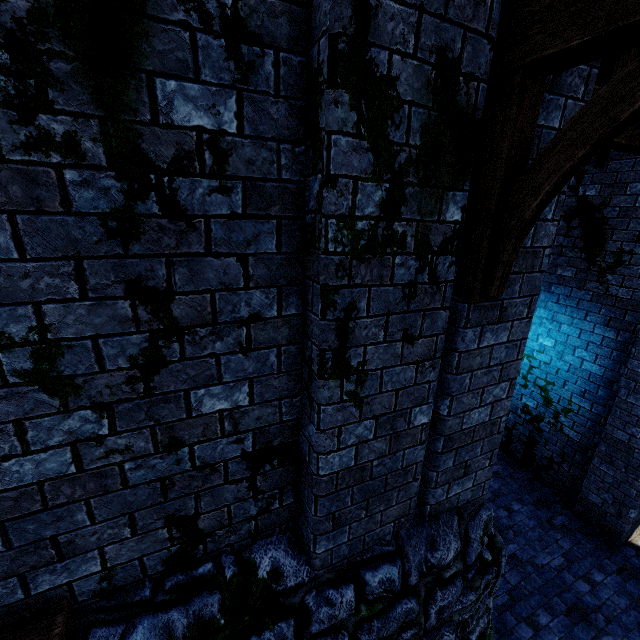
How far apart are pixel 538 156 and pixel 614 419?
6.5m
